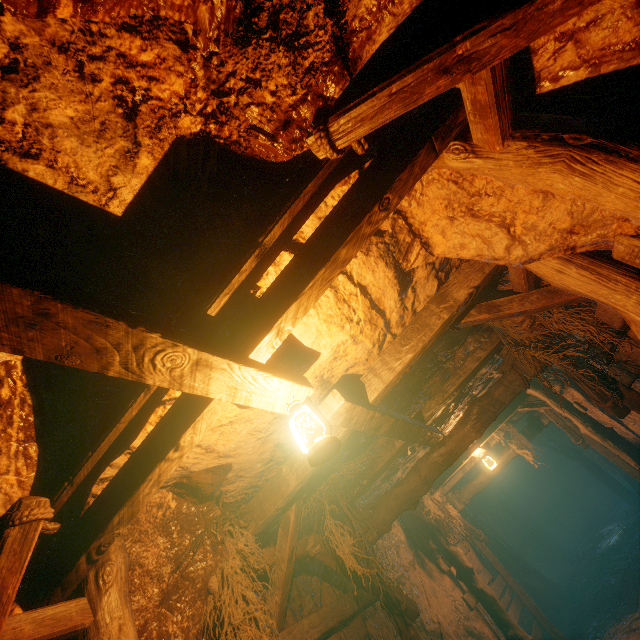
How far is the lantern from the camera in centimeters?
195cm

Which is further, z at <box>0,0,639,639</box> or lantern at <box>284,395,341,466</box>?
lantern at <box>284,395,341,466</box>

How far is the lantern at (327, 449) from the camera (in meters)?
1.95

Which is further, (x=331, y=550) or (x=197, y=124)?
(x=331, y=550)

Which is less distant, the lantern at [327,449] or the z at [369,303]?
the z at [369,303]
